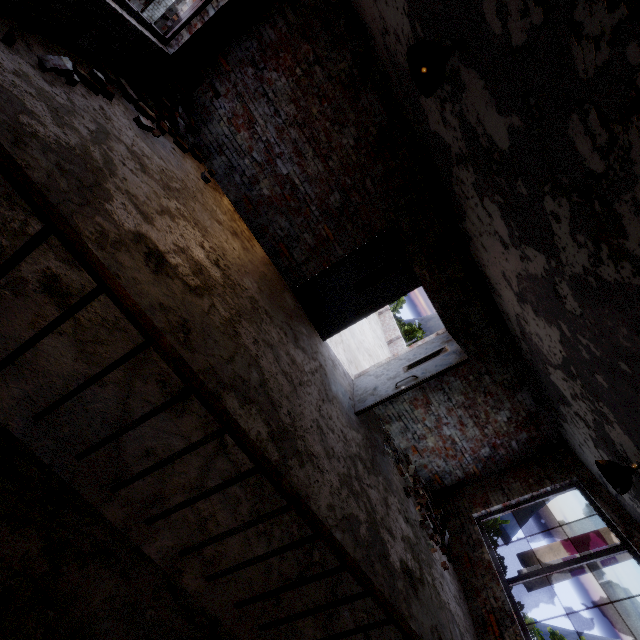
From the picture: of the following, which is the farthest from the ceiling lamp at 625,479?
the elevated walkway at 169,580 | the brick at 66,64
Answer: the brick at 66,64

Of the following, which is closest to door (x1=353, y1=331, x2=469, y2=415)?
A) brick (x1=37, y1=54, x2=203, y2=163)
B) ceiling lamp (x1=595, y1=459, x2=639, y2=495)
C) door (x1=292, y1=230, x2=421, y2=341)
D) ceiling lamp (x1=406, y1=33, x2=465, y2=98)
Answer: A: door (x1=292, y1=230, x2=421, y2=341)

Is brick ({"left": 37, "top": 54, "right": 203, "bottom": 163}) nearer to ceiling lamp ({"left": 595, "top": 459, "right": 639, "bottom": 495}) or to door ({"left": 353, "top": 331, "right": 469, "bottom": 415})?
door ({"left": 353, "top": 331, "right": 469, "bottom": 415})

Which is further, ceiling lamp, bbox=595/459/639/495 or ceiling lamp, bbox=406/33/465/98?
ceiling lamp, bbox=595/459/639/495

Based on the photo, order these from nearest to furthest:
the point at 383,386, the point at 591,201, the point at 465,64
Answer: the point at 591,201 → the point at 465,64 → the point at 383,386

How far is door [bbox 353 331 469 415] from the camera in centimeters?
547cm

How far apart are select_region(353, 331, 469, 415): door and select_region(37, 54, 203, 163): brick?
5.1 meters

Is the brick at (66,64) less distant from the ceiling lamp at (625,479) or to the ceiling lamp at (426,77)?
the ceiling lamp at (426,77)
